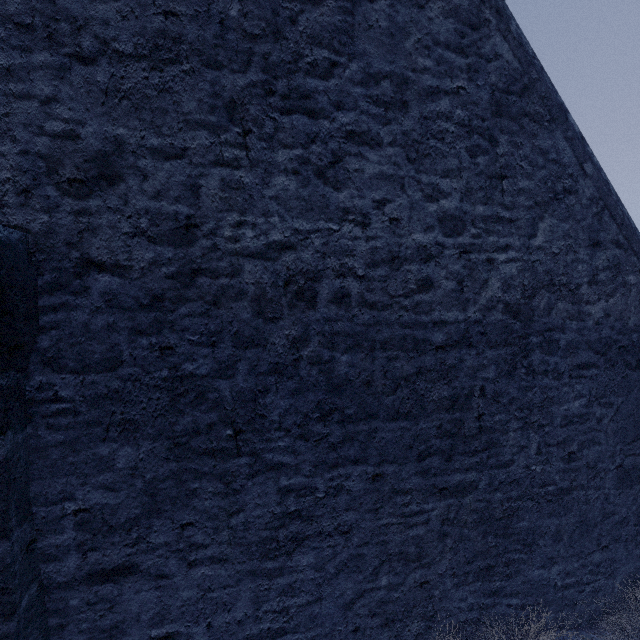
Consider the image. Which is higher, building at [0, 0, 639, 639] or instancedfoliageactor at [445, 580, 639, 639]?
building at [0, 0, 639, 639]

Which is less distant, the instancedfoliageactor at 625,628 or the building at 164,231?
the building at 164,231

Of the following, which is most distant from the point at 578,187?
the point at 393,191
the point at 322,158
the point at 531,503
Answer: the point at 531,503

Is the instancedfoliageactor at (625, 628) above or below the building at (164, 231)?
below

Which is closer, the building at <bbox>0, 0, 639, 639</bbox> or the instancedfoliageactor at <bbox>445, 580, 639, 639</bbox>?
the building at <bbox>0, 0, 639, 639</bbox>
